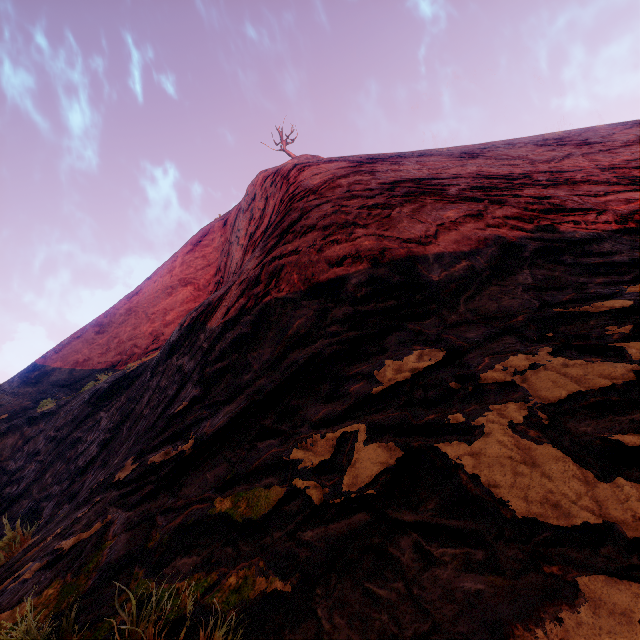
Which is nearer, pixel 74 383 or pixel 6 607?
pixel 6 607
